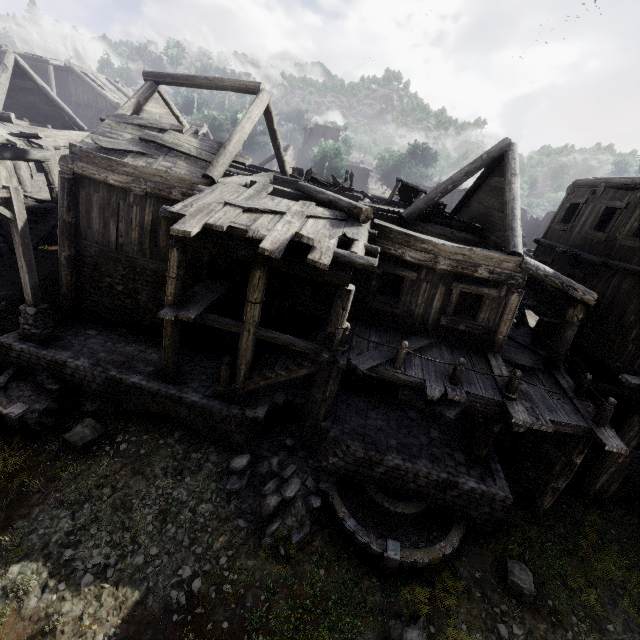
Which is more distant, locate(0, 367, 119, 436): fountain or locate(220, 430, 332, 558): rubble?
locate(0, 367, 119, 436): fountain

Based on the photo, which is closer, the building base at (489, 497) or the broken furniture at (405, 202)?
the building base at (489, 497)

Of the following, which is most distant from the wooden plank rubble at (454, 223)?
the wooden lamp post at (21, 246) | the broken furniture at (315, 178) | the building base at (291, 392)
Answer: the wooden lamp post at (21, 246)

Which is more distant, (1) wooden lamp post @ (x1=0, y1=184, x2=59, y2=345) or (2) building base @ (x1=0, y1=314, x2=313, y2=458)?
(2) building base @ (x1=0, y1=314, x2=313, y2=458)

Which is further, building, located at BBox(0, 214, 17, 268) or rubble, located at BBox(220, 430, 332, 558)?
building, located at BBox(0, 214, 17, 268)

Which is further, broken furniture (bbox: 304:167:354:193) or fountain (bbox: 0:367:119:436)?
broken furniture (bbox: 304:167:354:193)

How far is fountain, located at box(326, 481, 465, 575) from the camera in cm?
777

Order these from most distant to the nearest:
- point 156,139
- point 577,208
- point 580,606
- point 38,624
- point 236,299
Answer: point 577,208
point 236,299
point 156,139
point 580,606
point 38,624
